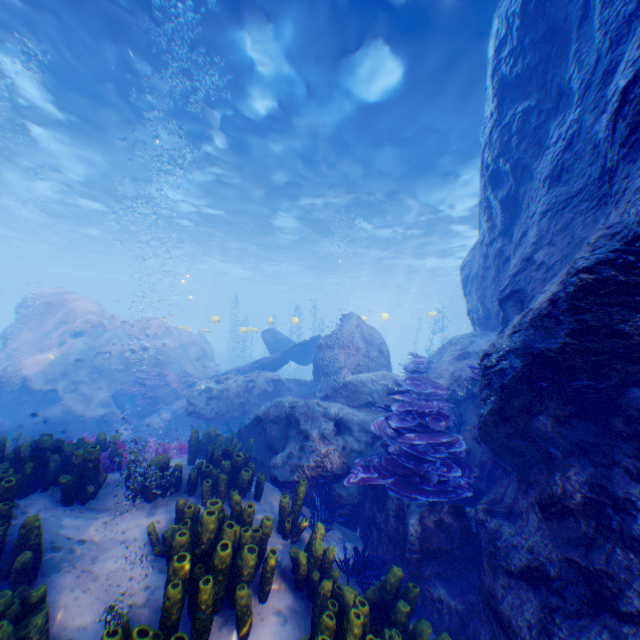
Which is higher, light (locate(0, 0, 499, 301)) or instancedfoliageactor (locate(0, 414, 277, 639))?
light (locate(0, 0, 499, 301))

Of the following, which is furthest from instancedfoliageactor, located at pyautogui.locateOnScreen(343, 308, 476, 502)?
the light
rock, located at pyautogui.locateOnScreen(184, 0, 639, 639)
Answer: the light

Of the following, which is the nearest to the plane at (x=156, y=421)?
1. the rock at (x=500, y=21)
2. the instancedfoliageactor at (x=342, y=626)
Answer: the rock at (x=500, y=21)

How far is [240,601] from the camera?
2.82m

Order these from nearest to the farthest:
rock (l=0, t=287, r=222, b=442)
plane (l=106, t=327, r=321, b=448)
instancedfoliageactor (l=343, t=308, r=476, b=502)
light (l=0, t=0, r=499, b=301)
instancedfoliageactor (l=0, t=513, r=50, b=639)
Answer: instancedfoliageactor (l=0, t=513, r=50, b=639), instancedfoliageactor (l=343, t=308, r=476, b=502), light (l=0, t=0, r=499, b=301), plane (l=106, t=327, r=321, b=448), rock (l=0, t=287, r=222, b=442)

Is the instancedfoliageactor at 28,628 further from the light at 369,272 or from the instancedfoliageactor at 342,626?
the light at 369,272

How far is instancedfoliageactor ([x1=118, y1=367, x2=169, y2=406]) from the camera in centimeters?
1216cm
